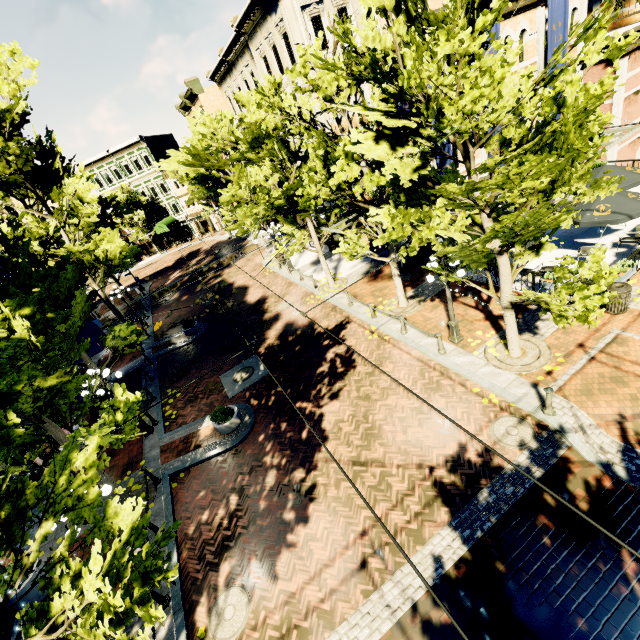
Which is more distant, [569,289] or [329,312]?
[329,312]

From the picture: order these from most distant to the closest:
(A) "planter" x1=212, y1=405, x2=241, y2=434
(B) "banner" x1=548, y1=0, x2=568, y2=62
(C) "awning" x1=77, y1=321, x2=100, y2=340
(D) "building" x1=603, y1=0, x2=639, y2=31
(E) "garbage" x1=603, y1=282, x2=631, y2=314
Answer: (D) "building" x1=603, y1=0, x2=639, y2=31 < (C) "awning" x1=77, y1=321, x2=100, y2=340 < (B) "banner" x1=548, y1=0, x2=568, y2=62 < (A) "planter" x1=212, y1=405, x2=241, y2=434 < (E) "garbage" x1=603, y1=282, x2=631, y2=314

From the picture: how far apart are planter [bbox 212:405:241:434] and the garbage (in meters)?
12.92

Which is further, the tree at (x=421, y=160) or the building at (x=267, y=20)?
the building at (x=267, y=20)

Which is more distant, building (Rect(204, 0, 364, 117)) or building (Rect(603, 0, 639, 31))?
building (Rect(603, 0, 639, 31))

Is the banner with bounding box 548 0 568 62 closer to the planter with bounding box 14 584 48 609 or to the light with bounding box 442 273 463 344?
the light with bounding box 442 273 463 344

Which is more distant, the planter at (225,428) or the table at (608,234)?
the table at (608,234)

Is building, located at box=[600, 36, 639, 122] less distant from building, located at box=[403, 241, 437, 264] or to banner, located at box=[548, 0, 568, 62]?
building, located at box=[403, 241, 437, 264]
